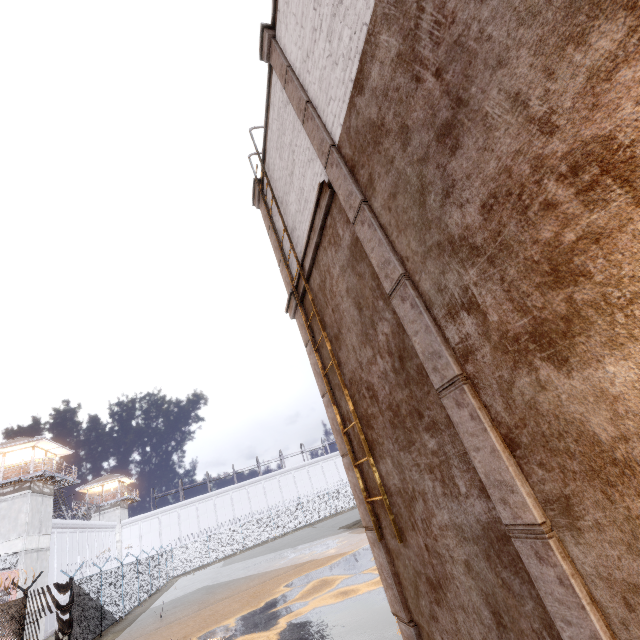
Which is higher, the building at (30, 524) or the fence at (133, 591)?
the building at (30, 524)

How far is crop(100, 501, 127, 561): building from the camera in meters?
43.2 m

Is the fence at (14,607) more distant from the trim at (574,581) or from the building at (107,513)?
the building at (107,513)

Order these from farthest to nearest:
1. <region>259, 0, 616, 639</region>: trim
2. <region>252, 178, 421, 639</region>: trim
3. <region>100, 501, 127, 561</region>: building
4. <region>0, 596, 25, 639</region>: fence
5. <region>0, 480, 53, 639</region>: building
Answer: <region>100, 501, 127, 561</region>: building < <region>0, 480, 53, 639</region>: building < <region>0, 596, 25, 639</region>: fence < <region>252, 178, 421, 639</region>: trim < <region>259, 0, 616, 639</region>: trim

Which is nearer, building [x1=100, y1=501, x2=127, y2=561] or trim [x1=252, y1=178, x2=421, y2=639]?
trim [x1=252, y1=178, x2=421, y2=639]

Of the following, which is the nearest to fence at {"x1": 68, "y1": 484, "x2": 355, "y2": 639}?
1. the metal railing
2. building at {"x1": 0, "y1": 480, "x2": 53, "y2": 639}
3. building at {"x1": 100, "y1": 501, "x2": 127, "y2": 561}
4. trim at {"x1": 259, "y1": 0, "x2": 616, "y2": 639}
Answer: trim at {"x1": 259, "y1": 0, "x2": 616, "y2": 639}

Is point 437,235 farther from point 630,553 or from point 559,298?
point 630,553

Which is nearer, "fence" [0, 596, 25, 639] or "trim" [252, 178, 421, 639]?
"trim" [252, 178, 421, 639]
